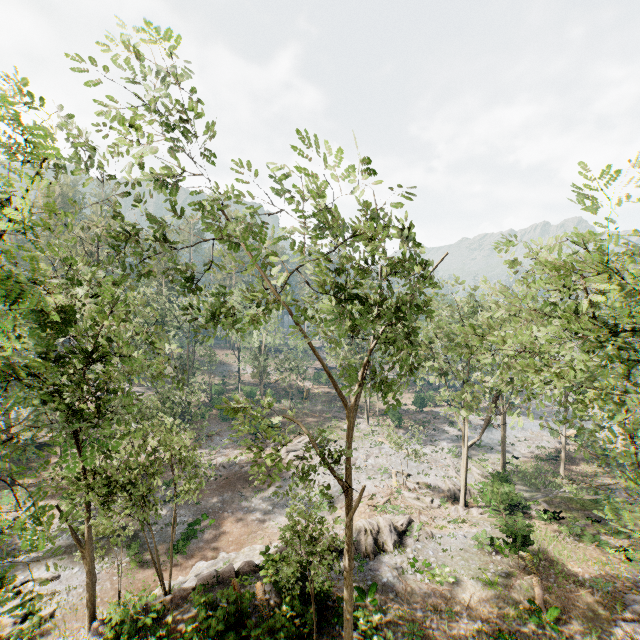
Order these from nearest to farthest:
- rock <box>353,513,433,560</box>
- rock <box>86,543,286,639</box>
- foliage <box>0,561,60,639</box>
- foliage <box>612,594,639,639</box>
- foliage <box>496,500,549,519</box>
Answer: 1. foliage <box>0,561,60,639</box>
2. rock <box>86,543,286,639</box>
3. foliage <box>612,594,639,639</box>
4. rock <box>353,513,433,560</box>
5. foliage <box>496,500,549,519</box>

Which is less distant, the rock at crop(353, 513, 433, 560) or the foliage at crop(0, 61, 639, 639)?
the foliage at crop(0, 61, 639, 639)

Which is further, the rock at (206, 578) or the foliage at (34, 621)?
the rock at (206, 578)

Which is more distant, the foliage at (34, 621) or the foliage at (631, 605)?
the foliage at (631, 605)

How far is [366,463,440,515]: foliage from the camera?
27.42m

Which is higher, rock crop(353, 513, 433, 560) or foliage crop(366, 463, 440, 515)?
rock crop(353, 513, 433, 560)

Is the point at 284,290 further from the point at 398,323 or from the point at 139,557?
the point at 139,557
